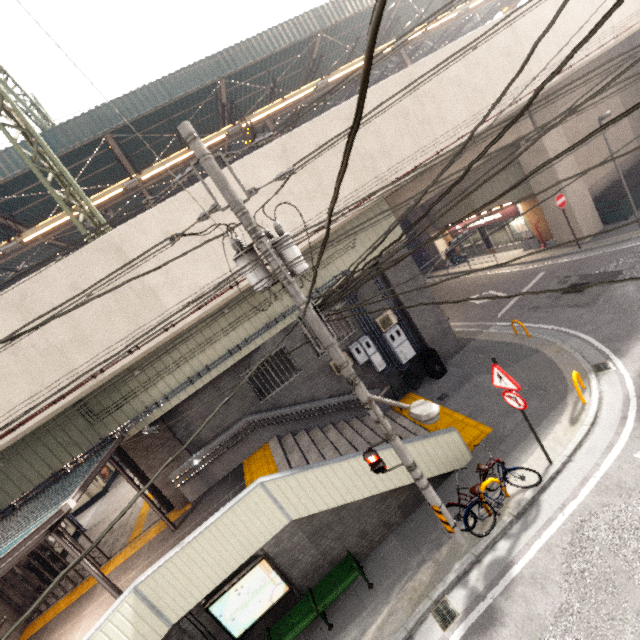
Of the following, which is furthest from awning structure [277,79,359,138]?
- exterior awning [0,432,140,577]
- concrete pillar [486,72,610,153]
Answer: exterior awning [0,432,140,577]

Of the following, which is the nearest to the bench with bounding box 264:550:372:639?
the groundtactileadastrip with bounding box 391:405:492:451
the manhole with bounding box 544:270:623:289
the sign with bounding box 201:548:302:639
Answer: the sign with bounding box 201:548:302:639

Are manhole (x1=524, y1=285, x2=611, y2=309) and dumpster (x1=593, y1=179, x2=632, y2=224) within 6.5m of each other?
yes

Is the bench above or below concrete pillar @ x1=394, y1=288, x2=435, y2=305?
below

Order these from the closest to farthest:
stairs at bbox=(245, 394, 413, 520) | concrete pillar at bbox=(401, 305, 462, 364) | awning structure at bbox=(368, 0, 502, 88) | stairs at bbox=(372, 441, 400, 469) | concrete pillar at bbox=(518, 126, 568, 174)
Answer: stairs at bbox=(245, 394, 413, 520)
stairs at bbox=(372, 441, 400, 469)
concrete pillar at bbox=(401, 305, 462, 364)
concrete pillar at bbox=(518, 126, 568, 174)
awning structure at bbox=(368, 0, 502, 88)

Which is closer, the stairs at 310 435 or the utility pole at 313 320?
the utility pole at 313 320

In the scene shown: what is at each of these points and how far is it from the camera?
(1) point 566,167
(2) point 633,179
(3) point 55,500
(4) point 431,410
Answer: (1) concrete pillar, 14.9 meters
(2) dumpster, 15.2 meters
(3) exterior awning, 7.1 meters
(4) street light, 4.1 meters

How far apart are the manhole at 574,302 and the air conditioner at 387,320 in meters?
5.7
